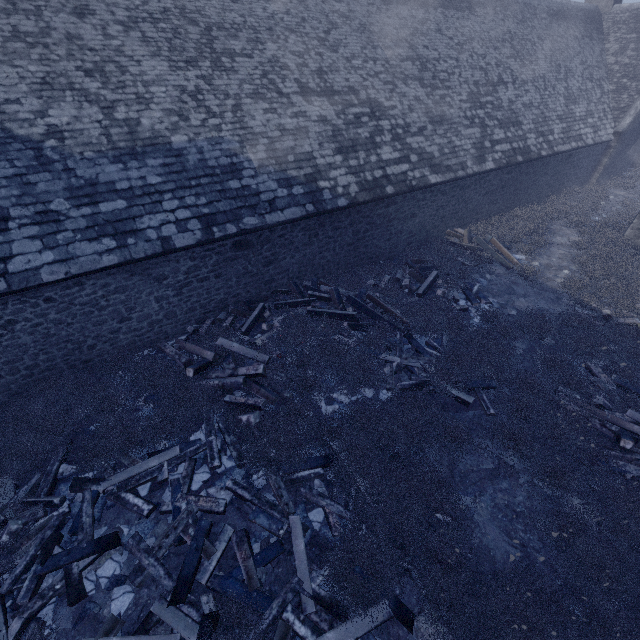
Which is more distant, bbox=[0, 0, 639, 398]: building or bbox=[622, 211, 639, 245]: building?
bbox=[622, 211, 639, 245]: building

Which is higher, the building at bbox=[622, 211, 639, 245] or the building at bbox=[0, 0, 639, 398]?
the building at bbox=[0, 0, 639, 398]

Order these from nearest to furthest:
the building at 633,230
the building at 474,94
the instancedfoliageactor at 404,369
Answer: the instancedfoliageactor at 404,369
the building at 474,94
the building at 633,230

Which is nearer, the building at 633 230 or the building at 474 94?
the building at 474 94

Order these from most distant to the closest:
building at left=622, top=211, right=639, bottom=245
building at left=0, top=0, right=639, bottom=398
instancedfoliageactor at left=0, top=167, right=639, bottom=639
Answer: building at left=622, top=211, right=639, bottom=245, building at left=0, top=0, right=639, bottom=398, instancedfoliageactor at left=0, top=167, right=639, bottom=639

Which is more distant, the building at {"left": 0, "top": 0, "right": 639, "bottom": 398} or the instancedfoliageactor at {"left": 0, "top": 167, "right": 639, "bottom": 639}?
the building at {"left": 0, "top": 0, "right": 639, "bottom": 398}

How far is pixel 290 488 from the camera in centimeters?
615cm
